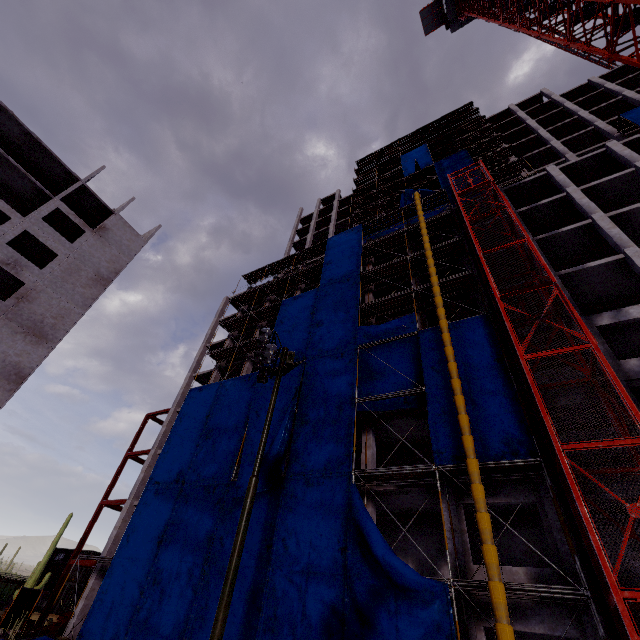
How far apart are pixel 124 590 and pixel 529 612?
19.9m

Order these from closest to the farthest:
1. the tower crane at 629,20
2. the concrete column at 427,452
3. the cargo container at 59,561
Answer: the tower crane at 629,20, the concrete column at 427,452, the cargo container at 59,561

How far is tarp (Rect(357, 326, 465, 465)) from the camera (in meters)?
14.57

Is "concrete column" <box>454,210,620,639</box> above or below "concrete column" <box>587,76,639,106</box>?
below

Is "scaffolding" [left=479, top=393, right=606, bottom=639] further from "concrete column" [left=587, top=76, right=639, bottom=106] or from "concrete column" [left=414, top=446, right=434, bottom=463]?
"concrete column" [left=587, top=76, right=639, bottom=106]

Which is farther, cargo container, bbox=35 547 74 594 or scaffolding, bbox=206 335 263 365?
cargo container, bbox=35 547 74 594

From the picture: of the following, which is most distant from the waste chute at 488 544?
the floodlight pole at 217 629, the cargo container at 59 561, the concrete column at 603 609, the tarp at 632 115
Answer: the cargo container at 59 561
